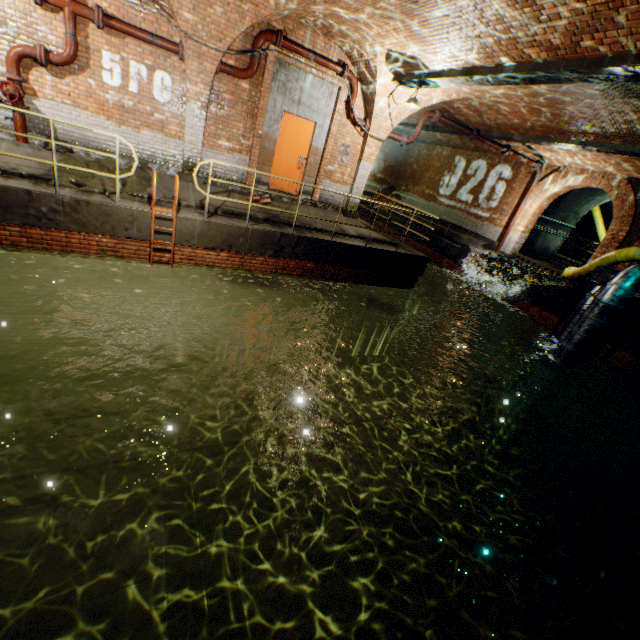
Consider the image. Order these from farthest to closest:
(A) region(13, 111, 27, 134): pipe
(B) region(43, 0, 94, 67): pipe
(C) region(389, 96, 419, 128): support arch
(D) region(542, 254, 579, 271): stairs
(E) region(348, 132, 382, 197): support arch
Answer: (D) region(542, 254, 579, 271): stairs, (E) region(348, 132, 382, 197): support arch, (C) region(389, 96, 419, 128): support arch, (A) region(13, 111, 27, 134): pipe, (B) region(43, 0, 94, 67): pipe

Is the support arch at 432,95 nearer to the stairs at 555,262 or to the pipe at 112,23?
the pipe at 112,23

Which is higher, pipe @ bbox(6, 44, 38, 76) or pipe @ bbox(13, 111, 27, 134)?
pipe @ bbox(6, 44, 38, 76)

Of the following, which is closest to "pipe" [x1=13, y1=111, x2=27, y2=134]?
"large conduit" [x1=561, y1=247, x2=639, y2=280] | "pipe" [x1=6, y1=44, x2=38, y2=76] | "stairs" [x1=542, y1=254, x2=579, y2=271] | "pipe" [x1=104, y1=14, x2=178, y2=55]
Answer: "pipe" [x1=6, y1=44, x2=38, y2=76]

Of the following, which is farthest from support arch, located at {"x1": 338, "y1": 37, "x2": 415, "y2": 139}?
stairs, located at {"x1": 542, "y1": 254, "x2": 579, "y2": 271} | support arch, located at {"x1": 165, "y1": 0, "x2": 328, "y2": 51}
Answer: stairs, located at {"x1": 542, "y1": 254, "x2": 579, "y2": 271}

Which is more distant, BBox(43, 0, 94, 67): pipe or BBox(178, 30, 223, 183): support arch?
BBox(178, 30, 223, 183): support arch

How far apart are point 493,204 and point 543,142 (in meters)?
6.76

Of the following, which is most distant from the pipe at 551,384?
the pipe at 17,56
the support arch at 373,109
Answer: the pipe at 17,56
